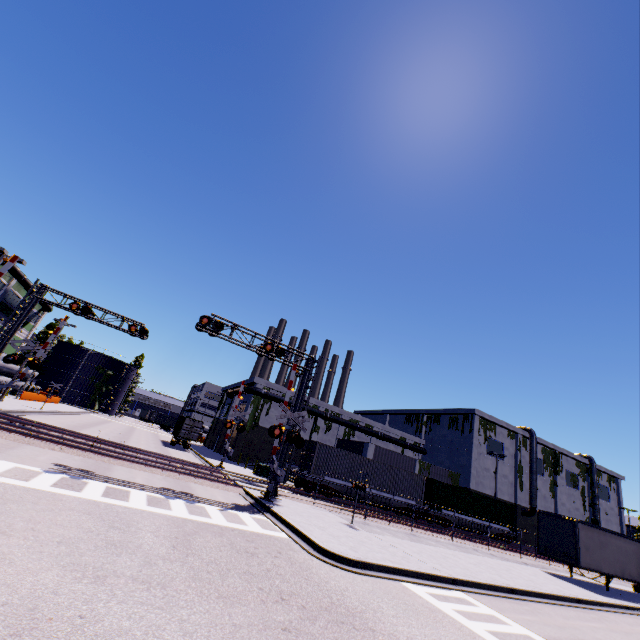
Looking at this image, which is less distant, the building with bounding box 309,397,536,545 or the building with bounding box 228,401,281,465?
the building with bounding box 228,401,281,465

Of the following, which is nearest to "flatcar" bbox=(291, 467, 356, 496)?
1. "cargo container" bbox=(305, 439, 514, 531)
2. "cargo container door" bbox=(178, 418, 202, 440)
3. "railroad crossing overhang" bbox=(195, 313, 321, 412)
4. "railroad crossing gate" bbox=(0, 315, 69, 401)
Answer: "cargo container" bbox=(305, 439, 514, 531)

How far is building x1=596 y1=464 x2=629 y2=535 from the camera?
56.83m

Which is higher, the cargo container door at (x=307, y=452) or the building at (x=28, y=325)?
the building at (x=28, y=325)

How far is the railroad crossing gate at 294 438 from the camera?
17.4m

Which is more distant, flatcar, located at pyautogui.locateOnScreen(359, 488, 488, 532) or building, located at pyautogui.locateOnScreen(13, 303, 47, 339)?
building, located at pyautogui.locateOnScreen(13, 303, 47, 339)

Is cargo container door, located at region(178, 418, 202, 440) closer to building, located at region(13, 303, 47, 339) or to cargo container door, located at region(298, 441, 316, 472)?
building, located at region(13, 303, 47, 339)

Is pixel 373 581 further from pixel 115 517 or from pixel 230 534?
pixel 115 517
